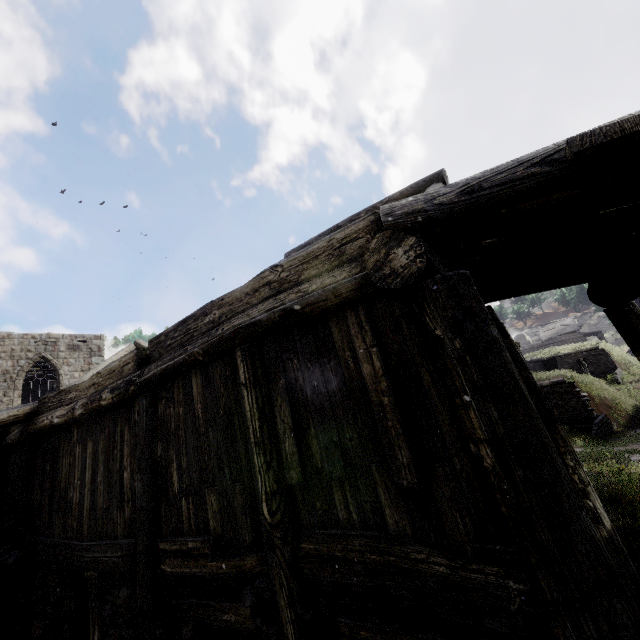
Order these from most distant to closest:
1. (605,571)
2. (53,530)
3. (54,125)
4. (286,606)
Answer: (54,125) → (53,530) → (286,606) → (605,571)

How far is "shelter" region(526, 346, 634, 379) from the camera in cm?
2738

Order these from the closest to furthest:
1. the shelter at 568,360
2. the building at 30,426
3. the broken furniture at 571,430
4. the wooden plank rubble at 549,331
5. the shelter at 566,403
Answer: the building at 30,426, the broken furniture at 571,430, the shelter at 566,403, the shelter at 568,360, the wooden plank rubble at 549,331

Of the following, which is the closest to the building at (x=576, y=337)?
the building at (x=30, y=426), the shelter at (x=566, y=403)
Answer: the building at (x=30, y=426)

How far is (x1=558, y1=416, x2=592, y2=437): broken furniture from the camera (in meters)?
15.46

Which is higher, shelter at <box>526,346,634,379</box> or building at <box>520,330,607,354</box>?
building at <box>520,330,607,354</box>

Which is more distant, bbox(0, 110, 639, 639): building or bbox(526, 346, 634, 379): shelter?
bbox(526, 346, 634, 379): shelter

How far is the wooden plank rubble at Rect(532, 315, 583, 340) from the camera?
47.8m
